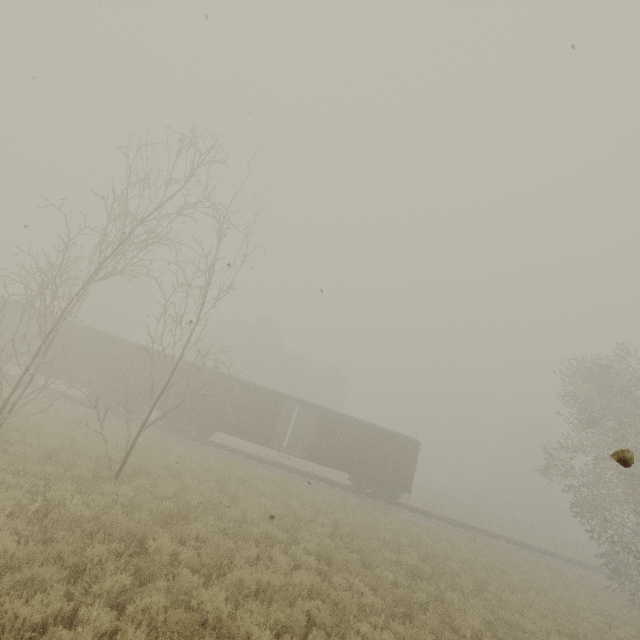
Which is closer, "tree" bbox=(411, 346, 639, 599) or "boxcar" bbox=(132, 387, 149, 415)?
"tree" bbox=(411, 346, 639, 599)

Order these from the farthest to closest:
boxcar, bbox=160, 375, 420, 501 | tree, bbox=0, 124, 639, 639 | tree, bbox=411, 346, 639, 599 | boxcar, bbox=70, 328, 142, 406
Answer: boxcar, bbox=160, 375, 420, 501 → boxcar, bbox=70, 328, 142, 406 → tree, bbox=411, 346, 639, 599 → tree, bbox=0, 124, 639, 639

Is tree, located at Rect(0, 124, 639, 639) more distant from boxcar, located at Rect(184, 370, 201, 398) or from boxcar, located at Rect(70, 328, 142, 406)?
boxcar, located at Rect(70, 328, 142, 406)

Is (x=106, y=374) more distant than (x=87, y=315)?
No

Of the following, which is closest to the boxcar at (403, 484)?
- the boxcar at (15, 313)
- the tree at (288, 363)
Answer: the boxcar at (15, 313)

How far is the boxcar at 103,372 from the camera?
21.4m

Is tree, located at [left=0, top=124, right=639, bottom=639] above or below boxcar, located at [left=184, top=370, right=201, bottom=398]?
below

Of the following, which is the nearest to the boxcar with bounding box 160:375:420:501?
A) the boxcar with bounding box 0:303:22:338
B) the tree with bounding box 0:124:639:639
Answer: the boxcar with bounding box 0:303:22:338
